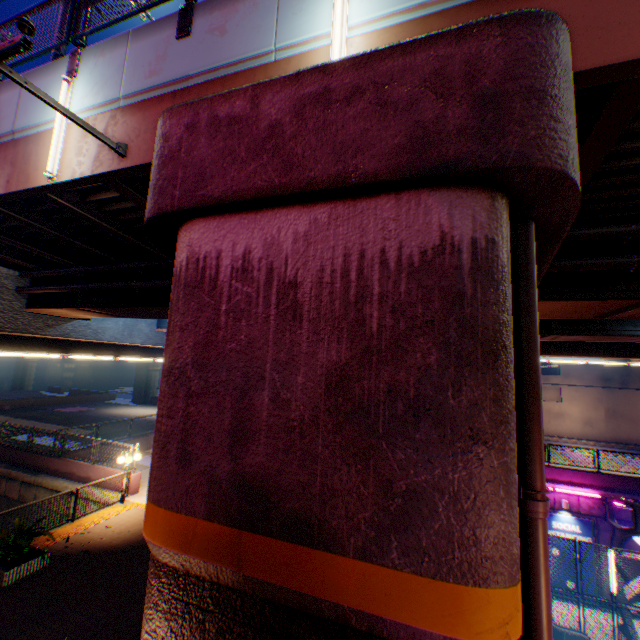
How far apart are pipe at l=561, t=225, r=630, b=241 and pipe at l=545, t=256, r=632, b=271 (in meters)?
0.28

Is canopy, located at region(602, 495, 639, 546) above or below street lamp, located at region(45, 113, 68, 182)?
below

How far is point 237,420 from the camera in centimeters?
281cm

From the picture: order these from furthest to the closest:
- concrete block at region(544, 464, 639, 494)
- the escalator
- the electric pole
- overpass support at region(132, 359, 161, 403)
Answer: overpass support at region(132, 359, 161, 403), concrete block at region(544, 464, 639, 494), the escalator, the electric pole

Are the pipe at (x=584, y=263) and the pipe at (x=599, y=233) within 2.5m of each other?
yes

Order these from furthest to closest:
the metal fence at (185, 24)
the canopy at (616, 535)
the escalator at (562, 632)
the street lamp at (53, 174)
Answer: the canopy at (616, 535) < the escalator at (562, 632) < the street lamp at (53, 174) < the metal fence at (185, 24)

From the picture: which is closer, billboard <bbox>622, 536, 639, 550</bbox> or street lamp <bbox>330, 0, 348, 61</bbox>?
street lamp <bbox>330, 0, 348, 61</bbox>

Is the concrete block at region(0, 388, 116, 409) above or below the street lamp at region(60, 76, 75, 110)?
below
